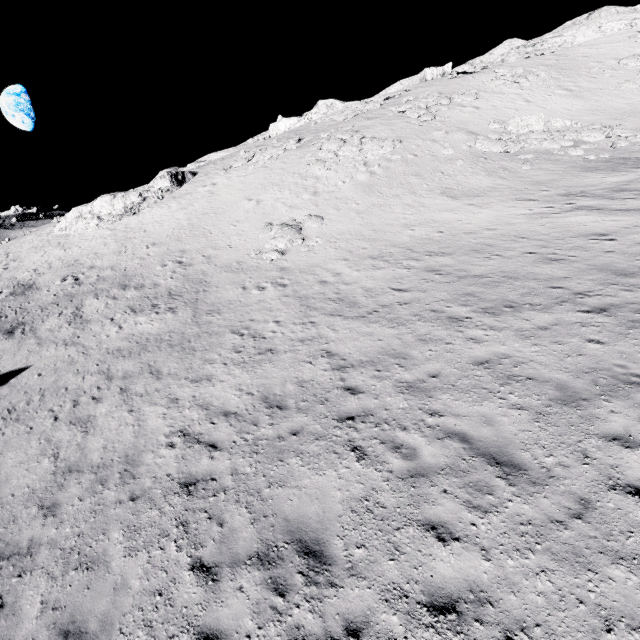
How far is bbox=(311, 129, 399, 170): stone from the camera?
25.7 meters

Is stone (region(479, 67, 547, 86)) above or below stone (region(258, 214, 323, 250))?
above

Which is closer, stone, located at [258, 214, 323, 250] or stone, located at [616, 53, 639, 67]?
stone, located at [258, 214, 323, 250]

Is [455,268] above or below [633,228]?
below

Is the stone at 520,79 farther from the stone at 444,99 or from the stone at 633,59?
the stone at 633,59

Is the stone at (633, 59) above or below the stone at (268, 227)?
above

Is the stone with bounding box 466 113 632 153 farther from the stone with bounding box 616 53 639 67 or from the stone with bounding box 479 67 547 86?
the stone with bounding box 616 53 639 67

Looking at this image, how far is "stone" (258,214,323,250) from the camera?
19.5m
